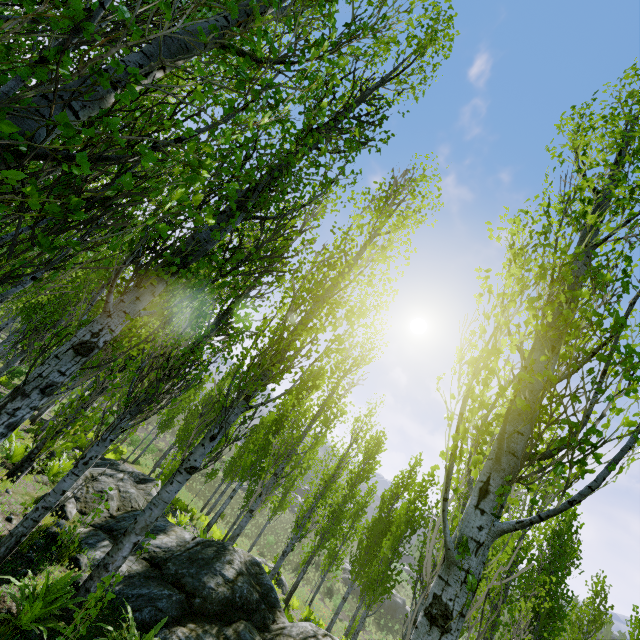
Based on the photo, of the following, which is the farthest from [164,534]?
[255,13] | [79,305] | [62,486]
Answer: [255,13]

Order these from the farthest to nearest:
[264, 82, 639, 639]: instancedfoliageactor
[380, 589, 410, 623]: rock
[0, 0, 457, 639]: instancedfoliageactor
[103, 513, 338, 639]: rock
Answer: [380, 589, 410, 623]: rock → [103, 513, 338, 639]: rock → [264, 82, 639, 639]: instancedfoliageactor → [0, 0, 457, 639]: instancedfoliageactor

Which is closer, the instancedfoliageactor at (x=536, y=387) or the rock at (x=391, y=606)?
the instancedfoliageactor at (x=536, y=387)

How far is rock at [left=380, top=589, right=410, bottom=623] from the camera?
41.7 meters

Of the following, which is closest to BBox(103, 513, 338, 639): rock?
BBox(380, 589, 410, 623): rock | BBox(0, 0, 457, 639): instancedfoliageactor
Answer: BBox(0, 0, 457, 639): instancedfoliageactor

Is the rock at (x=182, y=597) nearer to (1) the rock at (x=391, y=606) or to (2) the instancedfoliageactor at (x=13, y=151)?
(2) the instancedfoliageactor at (x=13, y=151)

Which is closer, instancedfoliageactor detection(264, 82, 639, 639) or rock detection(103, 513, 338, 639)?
instancedfoliageactor detection(264, 82, 639, 639)
